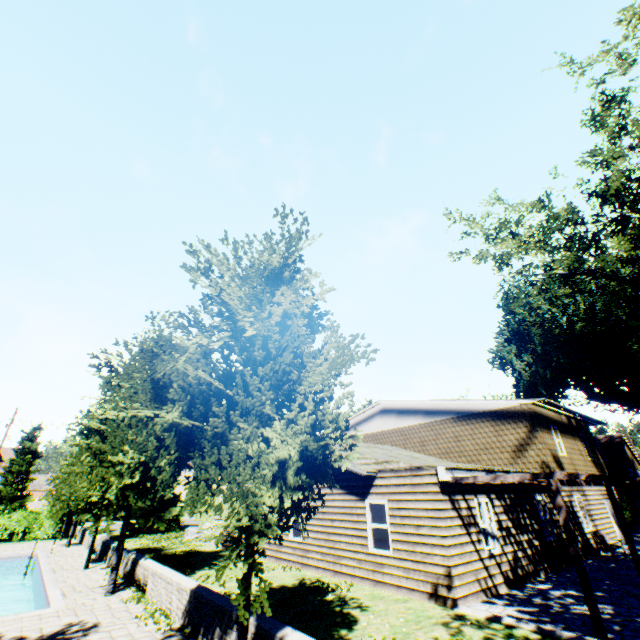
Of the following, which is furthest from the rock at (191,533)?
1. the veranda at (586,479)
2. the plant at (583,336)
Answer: the veranda at (586,479)

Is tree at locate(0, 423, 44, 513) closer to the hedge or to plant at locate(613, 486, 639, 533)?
plant at locate(613, 486, 639, 533)

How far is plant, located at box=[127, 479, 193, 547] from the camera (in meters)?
23.52

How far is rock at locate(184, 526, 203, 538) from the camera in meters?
23.5 m

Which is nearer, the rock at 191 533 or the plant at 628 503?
the plant at 628 503

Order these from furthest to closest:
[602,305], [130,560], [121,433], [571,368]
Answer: [571,368]
[602,305]
[130,560]
[121,433]

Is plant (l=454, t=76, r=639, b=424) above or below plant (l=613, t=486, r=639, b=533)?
above

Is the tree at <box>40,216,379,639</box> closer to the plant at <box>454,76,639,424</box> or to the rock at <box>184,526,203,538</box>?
the plant at <box>454,76,639,424</box>
